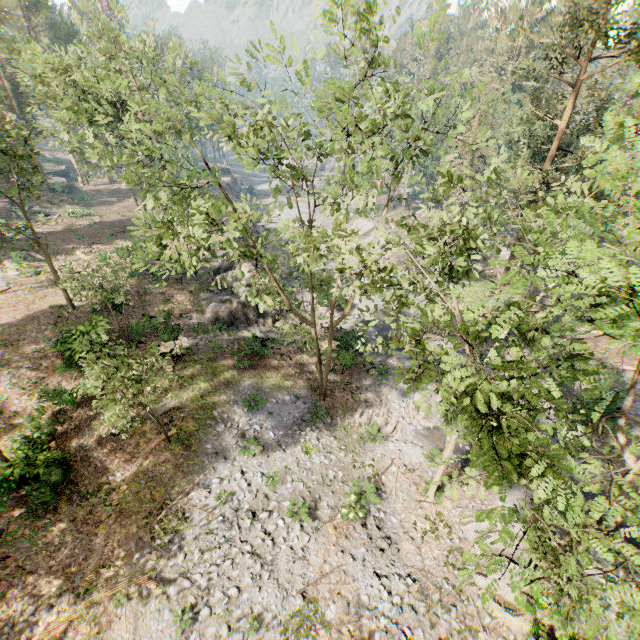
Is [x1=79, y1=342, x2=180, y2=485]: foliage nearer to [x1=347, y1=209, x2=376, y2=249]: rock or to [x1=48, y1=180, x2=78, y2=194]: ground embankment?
[x1=347, y1=209, x2=376, y2=249]: rock

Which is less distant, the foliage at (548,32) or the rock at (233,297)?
the foliage at (548,32)

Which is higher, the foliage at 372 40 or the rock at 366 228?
the foliage at 372 40

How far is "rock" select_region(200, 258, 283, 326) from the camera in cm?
2614

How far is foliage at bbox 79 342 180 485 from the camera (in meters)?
11.23

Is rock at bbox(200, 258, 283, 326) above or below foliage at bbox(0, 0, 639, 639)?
below

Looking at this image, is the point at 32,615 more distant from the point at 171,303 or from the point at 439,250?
the point at 171,303

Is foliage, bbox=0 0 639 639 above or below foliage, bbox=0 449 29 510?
above
